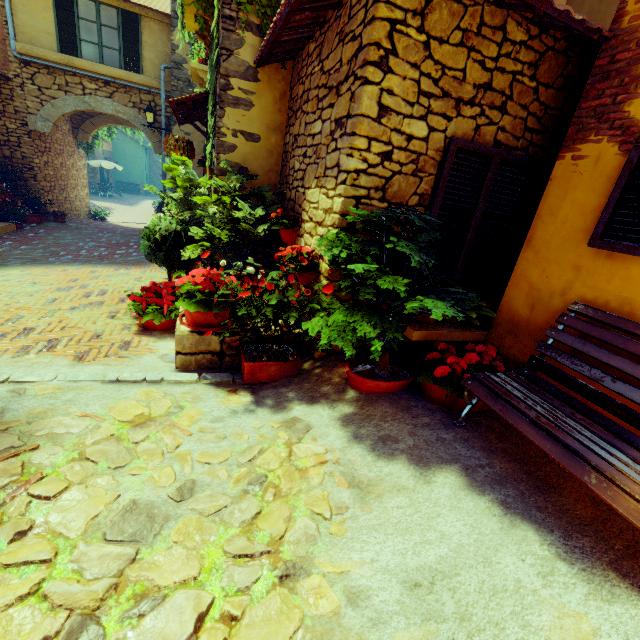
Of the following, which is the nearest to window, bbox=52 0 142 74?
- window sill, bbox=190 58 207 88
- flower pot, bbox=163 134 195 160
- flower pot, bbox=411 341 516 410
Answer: window sill, bbox=190 58 207 88

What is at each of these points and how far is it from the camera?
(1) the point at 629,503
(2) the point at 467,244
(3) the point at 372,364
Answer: (1) bench, 1.53m
(2) window, 3.32m
(3) potted tree, 3.05m

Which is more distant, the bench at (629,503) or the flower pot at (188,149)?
the flower pot at (188,149)

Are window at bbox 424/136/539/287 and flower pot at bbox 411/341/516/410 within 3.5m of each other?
yes

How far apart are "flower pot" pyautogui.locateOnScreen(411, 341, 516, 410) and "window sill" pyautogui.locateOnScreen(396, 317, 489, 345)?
0.3 meters

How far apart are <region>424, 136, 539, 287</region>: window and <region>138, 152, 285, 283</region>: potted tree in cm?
275

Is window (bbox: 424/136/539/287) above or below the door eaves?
below

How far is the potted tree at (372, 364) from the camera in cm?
219
